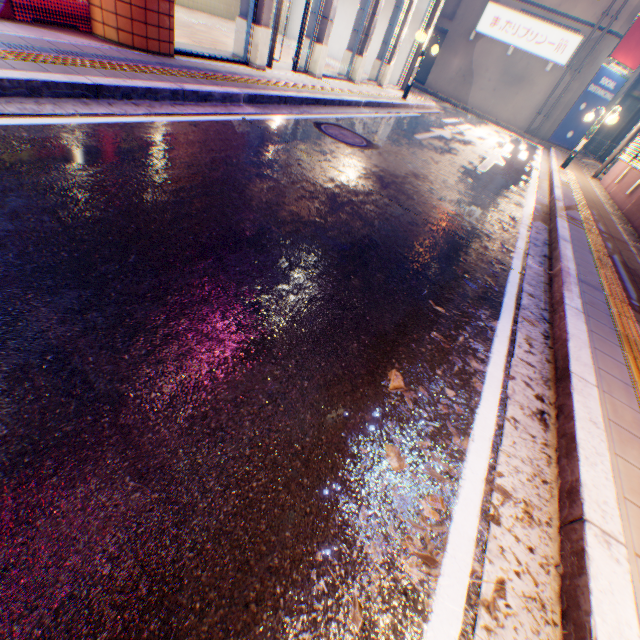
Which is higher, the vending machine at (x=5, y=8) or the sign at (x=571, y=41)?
the sign at (x=571, y=41)

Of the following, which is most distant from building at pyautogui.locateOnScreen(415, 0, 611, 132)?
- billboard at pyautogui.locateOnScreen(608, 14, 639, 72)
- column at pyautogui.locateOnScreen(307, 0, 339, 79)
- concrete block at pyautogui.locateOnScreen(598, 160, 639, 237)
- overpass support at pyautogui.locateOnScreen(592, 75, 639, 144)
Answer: column at pyautogui.locateOnScreen(307, 0, 339, 79)

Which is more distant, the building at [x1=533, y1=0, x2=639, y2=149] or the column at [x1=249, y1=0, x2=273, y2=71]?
the building at [x1=533, y1=0, x2=639, y2=149]

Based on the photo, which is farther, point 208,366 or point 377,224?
point 377,224

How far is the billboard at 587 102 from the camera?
20.1m

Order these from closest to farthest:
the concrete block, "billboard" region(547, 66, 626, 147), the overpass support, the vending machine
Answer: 1. the vending machine
2. the concrete block
3. "billboard" region(547, 66, 626, 147)
4. the overpass support

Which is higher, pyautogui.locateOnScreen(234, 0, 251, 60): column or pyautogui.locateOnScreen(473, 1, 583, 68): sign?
pyautogui.locateOnScreen(473, 1, 583, 68): sign

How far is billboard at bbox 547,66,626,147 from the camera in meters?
20.1
